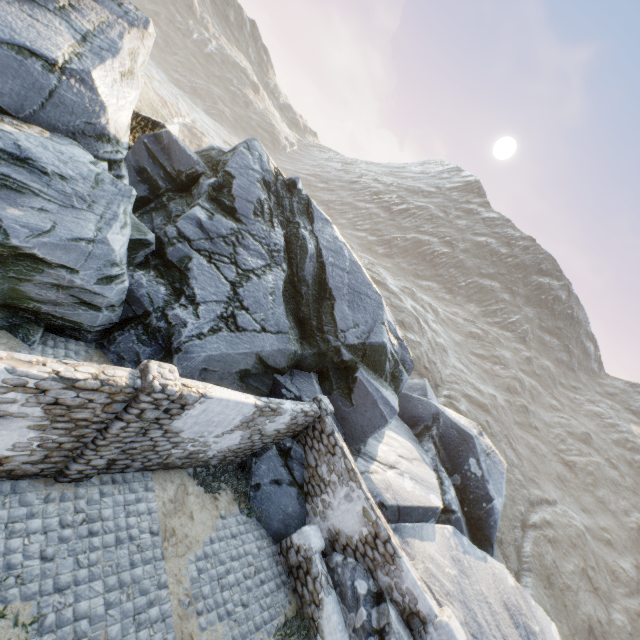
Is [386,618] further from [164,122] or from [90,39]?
[164,122]

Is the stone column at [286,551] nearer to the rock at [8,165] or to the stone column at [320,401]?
the rock at [8,165]

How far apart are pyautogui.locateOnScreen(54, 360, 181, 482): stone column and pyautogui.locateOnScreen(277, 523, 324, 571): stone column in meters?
5.5 m

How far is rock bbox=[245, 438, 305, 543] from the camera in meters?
9.7 m

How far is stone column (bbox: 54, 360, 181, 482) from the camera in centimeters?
584cm

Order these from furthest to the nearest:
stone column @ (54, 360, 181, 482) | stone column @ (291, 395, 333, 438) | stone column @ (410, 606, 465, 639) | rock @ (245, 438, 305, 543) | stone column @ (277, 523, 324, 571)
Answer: stone column @ (291, 395, 333, 438) → rock @ (245, 438, 305, 543) → stone column @ (277, 523, 324, 571) → stone column @ (410, 606, 465, 639) → stone column @ (54, 360, 181, 482)

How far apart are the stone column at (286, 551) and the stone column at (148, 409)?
5.5m

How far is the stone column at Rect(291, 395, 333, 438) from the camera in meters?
10.6
